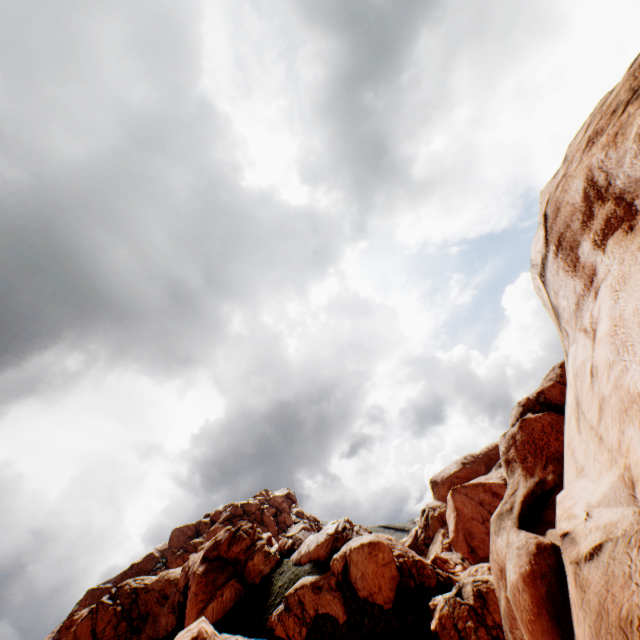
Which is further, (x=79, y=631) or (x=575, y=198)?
(x=79, y=631)
